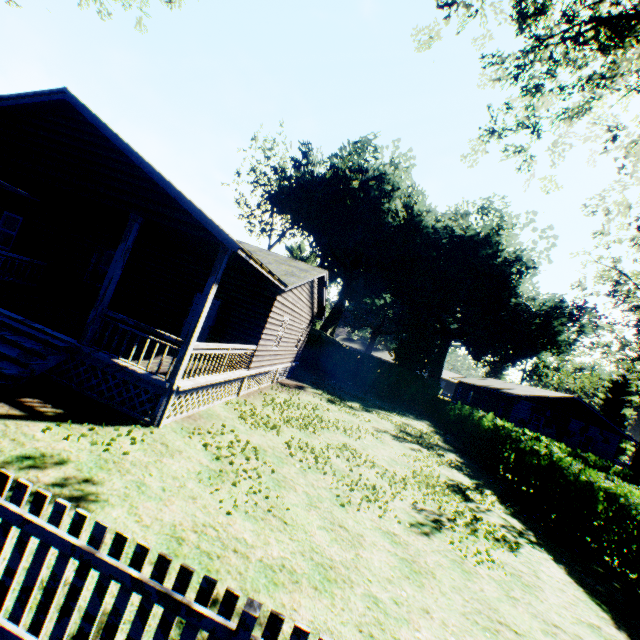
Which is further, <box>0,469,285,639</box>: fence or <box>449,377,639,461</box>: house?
<box>449,377,639,461</box>: house

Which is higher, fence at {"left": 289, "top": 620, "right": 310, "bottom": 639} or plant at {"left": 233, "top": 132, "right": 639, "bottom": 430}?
plant at {"left": 233, "top": 132, "right": 639, "bottom": 430}

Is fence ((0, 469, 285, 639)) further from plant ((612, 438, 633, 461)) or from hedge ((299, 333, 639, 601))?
plant ((612, 438, 633, 461))

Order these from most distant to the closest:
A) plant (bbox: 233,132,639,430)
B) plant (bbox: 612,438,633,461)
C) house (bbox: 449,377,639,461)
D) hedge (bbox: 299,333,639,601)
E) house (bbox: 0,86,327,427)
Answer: plant (bbox: 612,438,633,461) → plant (bbox: 233,132,639,430) → house (bbox: 449,377,639,461) → hedge (bbox: 299,333,639,601) → house (bbox: 0,86,327,427)

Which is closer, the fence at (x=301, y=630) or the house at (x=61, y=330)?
the fence at (x=301, y=630)

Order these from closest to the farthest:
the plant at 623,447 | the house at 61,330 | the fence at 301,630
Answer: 1. the fence at 301,630
2. the house at 61,330
3. the plant at 623,447

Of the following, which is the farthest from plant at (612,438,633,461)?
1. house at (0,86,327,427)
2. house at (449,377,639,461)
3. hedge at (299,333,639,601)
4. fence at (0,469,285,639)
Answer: fence at (0,469,285,639)

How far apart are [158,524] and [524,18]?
13.8 meters
